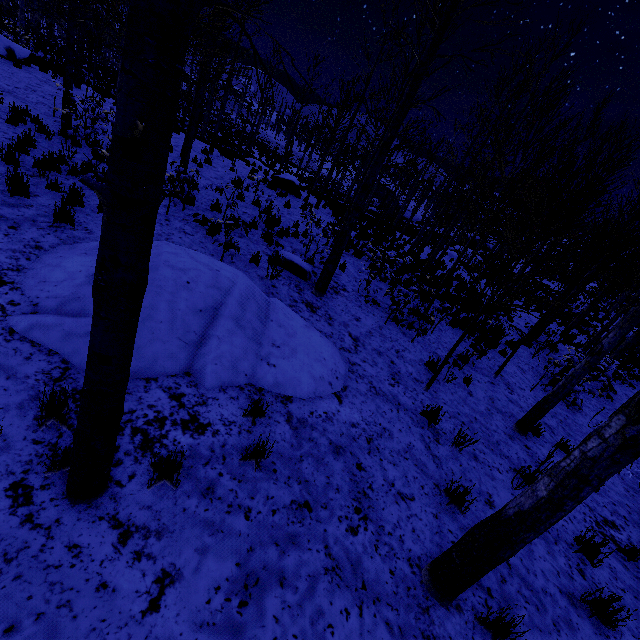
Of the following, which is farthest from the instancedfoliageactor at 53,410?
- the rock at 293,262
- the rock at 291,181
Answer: the rock at 291,181

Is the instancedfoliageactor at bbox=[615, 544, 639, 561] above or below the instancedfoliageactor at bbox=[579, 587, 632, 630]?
below

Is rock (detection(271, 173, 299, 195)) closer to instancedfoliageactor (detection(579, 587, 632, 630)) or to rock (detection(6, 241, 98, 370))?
instancedfoliageactor (detection(579, 587, 632, 630))

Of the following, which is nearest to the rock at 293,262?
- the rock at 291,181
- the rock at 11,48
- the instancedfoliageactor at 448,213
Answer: the instancedfoliageactor at 448,213

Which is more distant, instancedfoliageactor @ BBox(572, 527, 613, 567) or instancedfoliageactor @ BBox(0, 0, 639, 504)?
instancedfoliageactor @ BBox(572, 527, 613, 567)

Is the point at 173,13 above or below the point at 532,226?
below

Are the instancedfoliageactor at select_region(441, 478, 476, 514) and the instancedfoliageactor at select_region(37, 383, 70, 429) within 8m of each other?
yes

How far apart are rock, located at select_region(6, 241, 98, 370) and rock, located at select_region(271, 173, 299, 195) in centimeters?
1301cm
